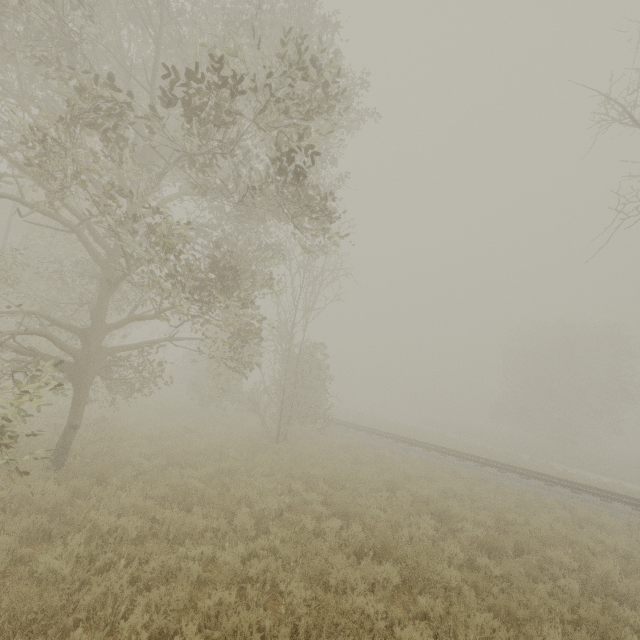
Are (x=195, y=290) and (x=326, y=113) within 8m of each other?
yes
